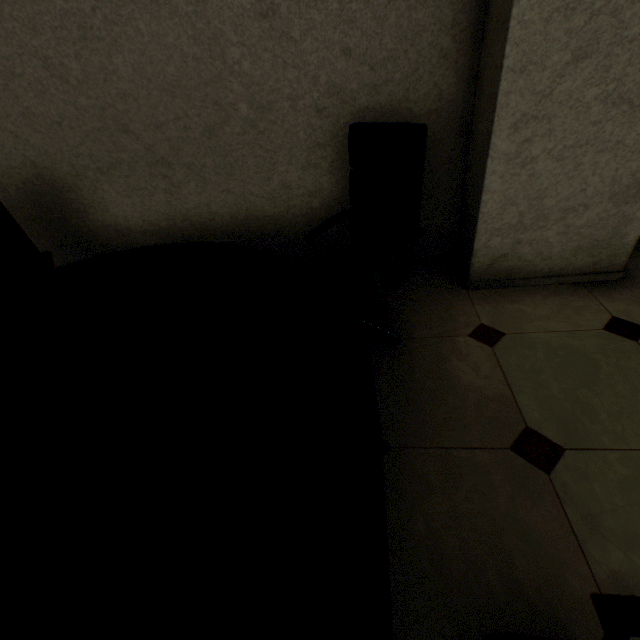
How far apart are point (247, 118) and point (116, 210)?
1.4m

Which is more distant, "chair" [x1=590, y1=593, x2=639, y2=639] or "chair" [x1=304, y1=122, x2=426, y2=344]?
"chair" [x1=304, y1=122, x2=426, y2=344]

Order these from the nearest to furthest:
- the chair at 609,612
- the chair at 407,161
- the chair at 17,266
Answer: the chair at 609,612 < the chair at 407,161 < the chair at 17,266

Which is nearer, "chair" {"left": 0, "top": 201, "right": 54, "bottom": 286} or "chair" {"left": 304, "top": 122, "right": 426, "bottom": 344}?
"chair" {"left": 304, "top": 122, "right": 426, "bottom": 344}

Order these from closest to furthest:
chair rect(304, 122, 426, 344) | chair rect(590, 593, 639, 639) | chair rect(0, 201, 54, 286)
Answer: chair rect(590, 593, 639, 639) < chair rect(304, 122, 426, 344) < chair rect(0, 201, 54, 286)

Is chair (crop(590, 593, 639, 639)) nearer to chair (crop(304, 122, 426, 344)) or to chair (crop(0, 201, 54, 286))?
chair (crop(304, 122, 426, 344))

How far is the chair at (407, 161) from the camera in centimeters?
156cm

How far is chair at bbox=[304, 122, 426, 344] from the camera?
1.6m
